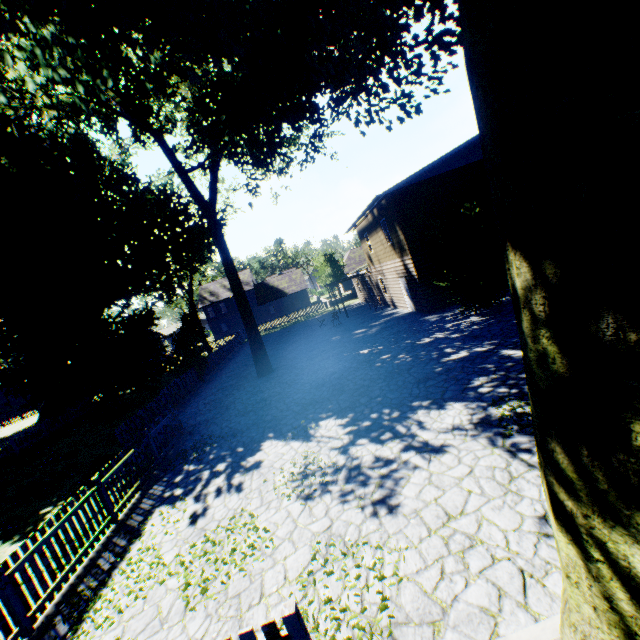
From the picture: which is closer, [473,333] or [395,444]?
[395,444]

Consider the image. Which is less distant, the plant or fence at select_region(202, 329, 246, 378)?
the plant

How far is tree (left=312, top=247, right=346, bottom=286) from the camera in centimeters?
4303cm

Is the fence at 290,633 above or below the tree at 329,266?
below

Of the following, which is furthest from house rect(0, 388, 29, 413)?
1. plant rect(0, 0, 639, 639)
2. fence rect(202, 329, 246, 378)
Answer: fence rect(202, 329, 246, 378)

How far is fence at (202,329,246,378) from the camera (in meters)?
25.05

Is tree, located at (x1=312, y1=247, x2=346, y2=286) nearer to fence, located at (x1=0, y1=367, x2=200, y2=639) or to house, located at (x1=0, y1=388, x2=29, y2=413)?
fence, located at (x1=0, y1=367, x2=200, y2=639)

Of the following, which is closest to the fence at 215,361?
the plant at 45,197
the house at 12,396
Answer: the plant at 45,197
